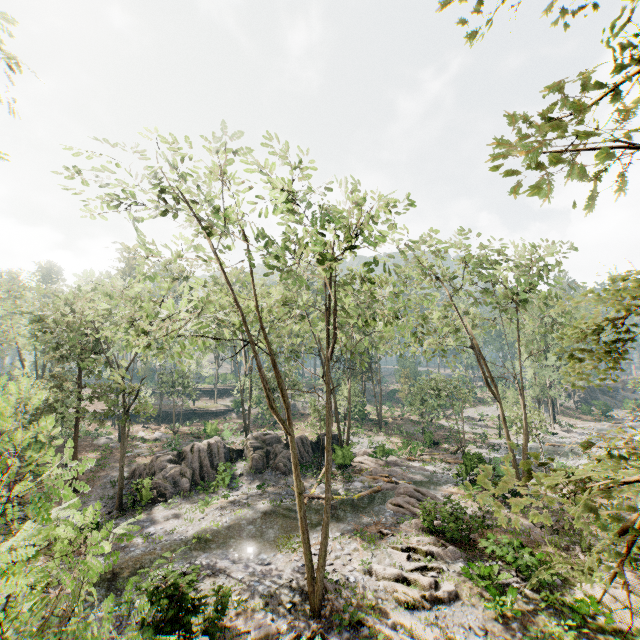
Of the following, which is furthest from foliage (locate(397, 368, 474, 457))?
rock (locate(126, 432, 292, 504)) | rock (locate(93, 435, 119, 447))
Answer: rock (locate(126, 432, 292, 504))

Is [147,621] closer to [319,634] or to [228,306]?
[319,634]

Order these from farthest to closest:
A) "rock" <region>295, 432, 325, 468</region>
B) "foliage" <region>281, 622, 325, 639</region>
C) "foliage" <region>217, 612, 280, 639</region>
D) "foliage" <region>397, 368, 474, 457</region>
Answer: "foliage" <region>397, 368, 474, 457</region>
"rock" <region>295, 432, 325, 468</region>
"foliage" <region>217, 612, 280, 639</region>
"foliage" <region>281, 622, 325, 639</region>

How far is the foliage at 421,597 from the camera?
12.5m

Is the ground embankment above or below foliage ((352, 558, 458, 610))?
above

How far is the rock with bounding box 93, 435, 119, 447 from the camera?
35.44m

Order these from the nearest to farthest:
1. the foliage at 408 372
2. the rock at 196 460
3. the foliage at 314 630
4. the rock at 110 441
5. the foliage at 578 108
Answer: the foliage at 578 108
the foliage at 314 630
the rock at 196 460
the foliage at 408 372
the rock at 110 441

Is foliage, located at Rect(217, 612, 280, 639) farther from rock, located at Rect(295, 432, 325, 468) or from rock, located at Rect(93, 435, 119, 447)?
rock, located at Rect(295, 432, 325, 468)
